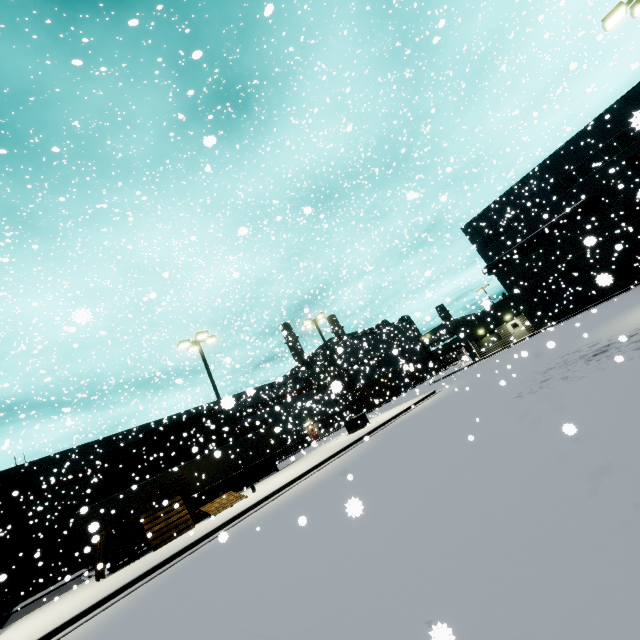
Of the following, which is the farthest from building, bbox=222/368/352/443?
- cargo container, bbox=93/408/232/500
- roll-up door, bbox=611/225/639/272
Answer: cargo container, bbox=93/408/232/500

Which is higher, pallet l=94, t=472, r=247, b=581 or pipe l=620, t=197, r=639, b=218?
pipe l=620, t=197, r=639, b=218

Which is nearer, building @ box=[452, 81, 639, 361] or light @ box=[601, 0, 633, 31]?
light @ box=[601, 0, 633, 31]

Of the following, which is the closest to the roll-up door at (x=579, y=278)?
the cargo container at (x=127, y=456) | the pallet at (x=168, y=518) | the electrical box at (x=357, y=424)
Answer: the cargo container at (x=127, y=456)

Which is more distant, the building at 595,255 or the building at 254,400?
the building at 254,400

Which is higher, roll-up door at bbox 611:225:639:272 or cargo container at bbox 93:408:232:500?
cargo container at bbox 93:408:232:500

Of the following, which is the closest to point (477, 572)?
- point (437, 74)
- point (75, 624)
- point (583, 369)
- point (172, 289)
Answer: point (583, 369)

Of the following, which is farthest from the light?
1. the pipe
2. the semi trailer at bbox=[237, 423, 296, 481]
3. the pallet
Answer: the pipe
